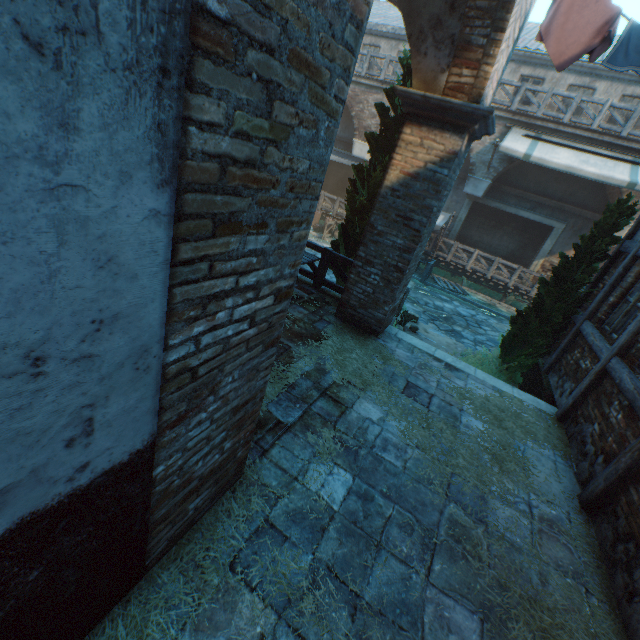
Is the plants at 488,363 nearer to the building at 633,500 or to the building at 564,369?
the building at 564,369

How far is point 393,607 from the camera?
2.5m

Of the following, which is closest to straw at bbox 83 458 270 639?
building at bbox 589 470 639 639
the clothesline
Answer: building at bbox 589 470 639 639

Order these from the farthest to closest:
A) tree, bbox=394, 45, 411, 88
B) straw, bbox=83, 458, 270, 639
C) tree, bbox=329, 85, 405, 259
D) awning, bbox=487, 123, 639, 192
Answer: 1. awning, bbox=487, 123, 639, 192
2. tree, bbox=329, 85, 405, 259
3. tree, bbox=394, 45, 411, 88
4. straw, bbox=83, 458, 270, 639

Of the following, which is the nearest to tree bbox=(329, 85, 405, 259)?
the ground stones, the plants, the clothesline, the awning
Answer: the plants

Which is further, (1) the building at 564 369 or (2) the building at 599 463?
(1) the building at 564 369

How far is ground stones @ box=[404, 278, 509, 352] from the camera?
10.45m

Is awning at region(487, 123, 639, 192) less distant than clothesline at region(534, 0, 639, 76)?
No
